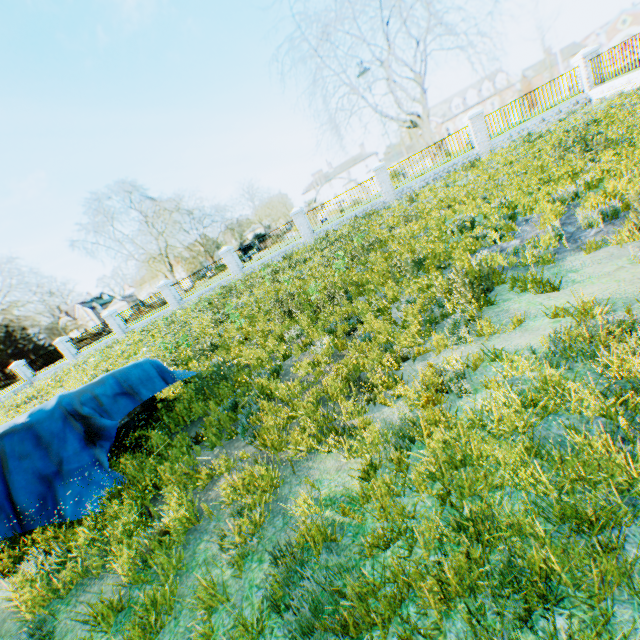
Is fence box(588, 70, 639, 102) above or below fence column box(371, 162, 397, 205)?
below

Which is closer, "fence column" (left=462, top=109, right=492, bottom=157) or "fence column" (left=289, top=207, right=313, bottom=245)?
"fence column" (left=462, top=109, right=492, bottom=157)

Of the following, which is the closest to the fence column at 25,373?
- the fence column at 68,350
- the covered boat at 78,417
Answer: the fence column at 68,350

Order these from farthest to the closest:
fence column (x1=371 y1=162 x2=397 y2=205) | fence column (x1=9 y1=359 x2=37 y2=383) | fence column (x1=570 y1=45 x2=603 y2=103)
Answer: fence column (x1=9 y1=359 x2=37 y2=383)
fence column (x1=371 y1=162 x2=397 y2=205)
fence column (x1=570 y1=45 x2=603 y2=103)

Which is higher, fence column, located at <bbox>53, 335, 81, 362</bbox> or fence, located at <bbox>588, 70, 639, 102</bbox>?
fence column, located at <bbox>53, 335, 81, 362</bbox>

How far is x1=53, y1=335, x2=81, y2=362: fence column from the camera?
26.2 meters

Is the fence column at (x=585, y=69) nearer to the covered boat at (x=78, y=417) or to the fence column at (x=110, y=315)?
the covered boat at (x=78, y=417)

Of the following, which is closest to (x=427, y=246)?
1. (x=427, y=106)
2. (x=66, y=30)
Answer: (x=427, y=106)
